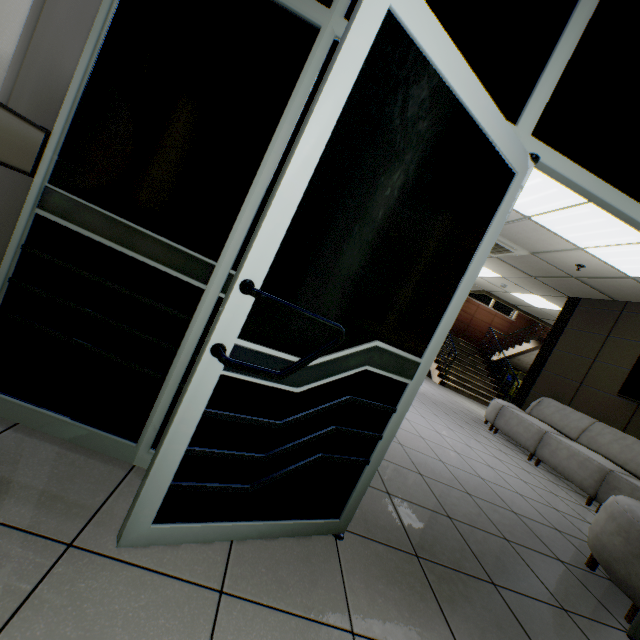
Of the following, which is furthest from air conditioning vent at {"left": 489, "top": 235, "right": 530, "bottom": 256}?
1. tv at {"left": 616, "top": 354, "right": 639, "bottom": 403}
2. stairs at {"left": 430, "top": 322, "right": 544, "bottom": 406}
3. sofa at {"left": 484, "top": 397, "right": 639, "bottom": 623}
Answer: stairs at {"left": 430, "top": 322, "right": 544, "bottom": 406}

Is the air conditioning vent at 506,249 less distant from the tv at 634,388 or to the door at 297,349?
the tv at 634,388

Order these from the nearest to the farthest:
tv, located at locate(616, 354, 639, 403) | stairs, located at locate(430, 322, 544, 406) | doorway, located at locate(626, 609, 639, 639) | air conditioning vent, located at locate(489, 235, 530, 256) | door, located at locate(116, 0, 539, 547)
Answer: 1. door, located at locate(116, 0, 539, 547)
2. doorway, located at locate(626, 609, 639, 639)
3. tv, located at locate(616, 354, 639, 403)
4. air conditioning vent, located at locate(489, 235, 530, 256)
5. stairs, located at locate(430, 322, 544, 406)

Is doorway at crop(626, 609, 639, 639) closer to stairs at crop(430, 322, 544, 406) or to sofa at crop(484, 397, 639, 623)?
sofa at crop(484, 397, 639, 623)

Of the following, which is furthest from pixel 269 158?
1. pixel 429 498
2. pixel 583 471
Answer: pixel 583 471

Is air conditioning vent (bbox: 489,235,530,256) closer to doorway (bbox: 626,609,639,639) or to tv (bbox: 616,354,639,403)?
tv (bbox: 616,354,639,403)

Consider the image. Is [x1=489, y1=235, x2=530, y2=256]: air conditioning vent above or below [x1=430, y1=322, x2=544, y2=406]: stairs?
above

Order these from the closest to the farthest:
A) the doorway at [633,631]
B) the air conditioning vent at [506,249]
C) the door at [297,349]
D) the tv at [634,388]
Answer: the door at [297,349]
the doorway at [633,631]
the tv at [634,388]
the air conditioning vent at [506,249]
